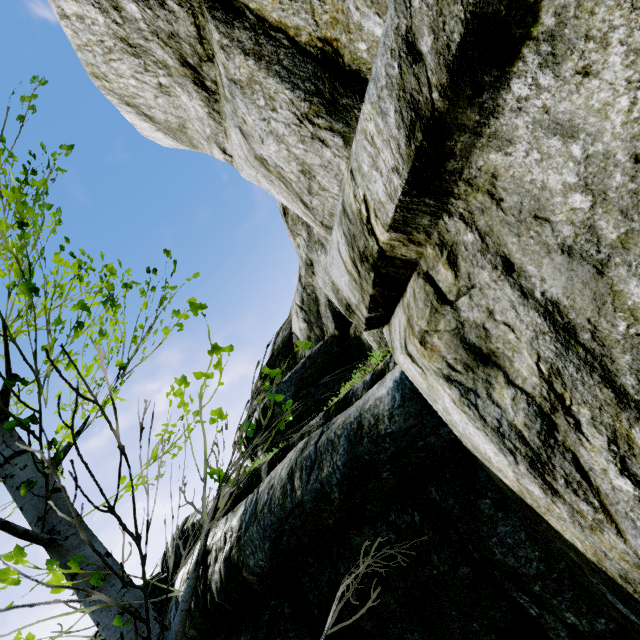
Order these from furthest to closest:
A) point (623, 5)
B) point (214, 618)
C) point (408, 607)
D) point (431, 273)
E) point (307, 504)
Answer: point (214, 618), point (307, 504), point (408, 607), point (431, 273), point (623, 5)

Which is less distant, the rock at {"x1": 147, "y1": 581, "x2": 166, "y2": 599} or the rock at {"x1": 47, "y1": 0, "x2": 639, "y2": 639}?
the rock at {"x1": 47, "y1": 0, "x2": 639, "y2": 639}

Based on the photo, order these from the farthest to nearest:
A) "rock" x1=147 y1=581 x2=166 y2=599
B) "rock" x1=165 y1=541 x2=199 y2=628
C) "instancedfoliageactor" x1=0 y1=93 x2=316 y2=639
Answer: "rock" x1=147 y1=581 x2=166 y2=599
"rock" x1=165 y1=541 x2=199 y2=628
"instancedfoliageactor" x1=0 y1=93 x2=316 y2=639

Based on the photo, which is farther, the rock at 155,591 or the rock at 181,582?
the rock at 155,591

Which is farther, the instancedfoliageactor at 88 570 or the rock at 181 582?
the rock at 181 582

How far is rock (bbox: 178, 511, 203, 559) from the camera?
5.4 meters
